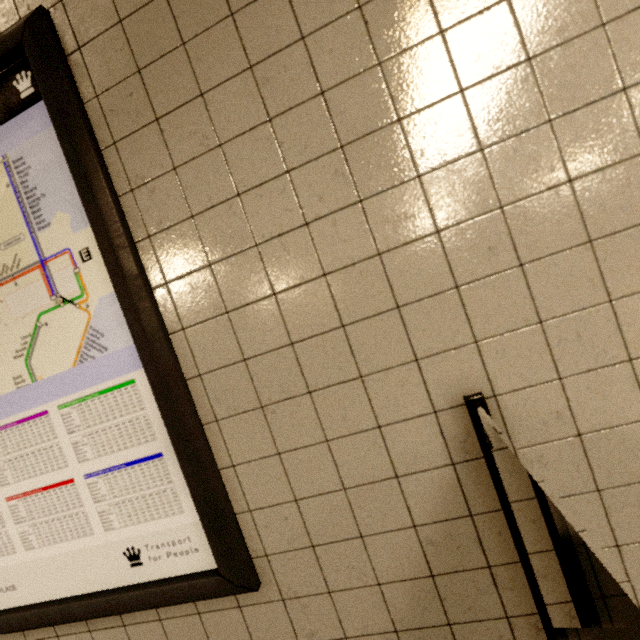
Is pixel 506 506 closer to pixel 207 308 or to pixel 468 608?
pixel 468 608
